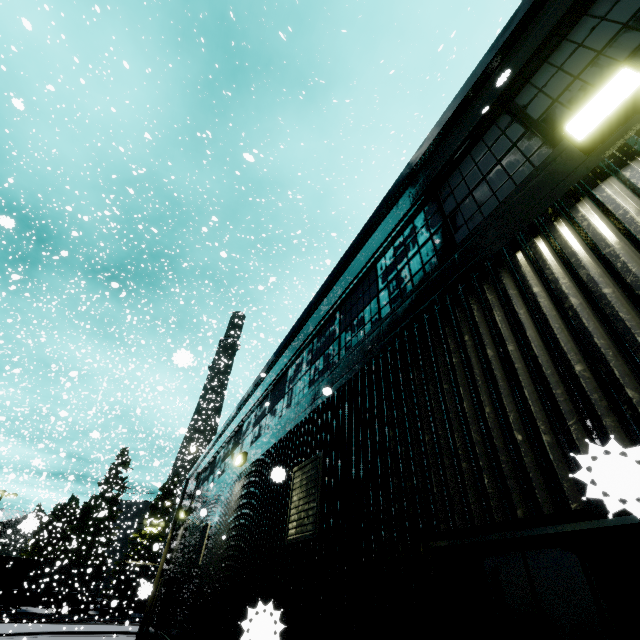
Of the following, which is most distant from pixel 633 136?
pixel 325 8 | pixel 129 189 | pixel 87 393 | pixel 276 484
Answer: pixel 87 393

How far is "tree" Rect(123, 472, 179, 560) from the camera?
41.53m

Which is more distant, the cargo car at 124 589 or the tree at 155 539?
the tree at 155 539

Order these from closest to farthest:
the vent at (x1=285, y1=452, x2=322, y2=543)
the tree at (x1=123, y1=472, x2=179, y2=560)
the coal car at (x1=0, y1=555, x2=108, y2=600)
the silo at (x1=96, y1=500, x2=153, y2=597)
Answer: →
the vent at (x1=285, y1=452, x2=322, y2=543)
the coal car at (x1=0, y1=555, x2=108, y2=600)
the tree at (x1=123, y1=472, x2=179, y2=560)
the silo at (x1=96, y1=500, x2=153, y2=597)

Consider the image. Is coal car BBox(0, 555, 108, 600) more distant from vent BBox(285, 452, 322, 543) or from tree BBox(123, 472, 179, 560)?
vent BBox(285, 452, 322, 543)

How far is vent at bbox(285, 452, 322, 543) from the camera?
4.1m

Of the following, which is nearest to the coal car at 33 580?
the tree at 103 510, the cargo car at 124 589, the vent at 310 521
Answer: the cargo car at 124 589

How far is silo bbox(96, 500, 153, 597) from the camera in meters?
43.5
